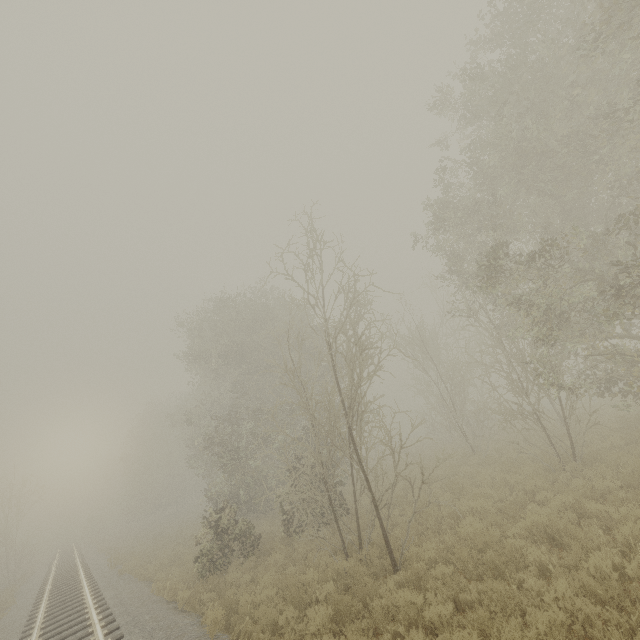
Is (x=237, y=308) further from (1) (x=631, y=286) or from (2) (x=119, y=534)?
(2) (x=119, y=534)
